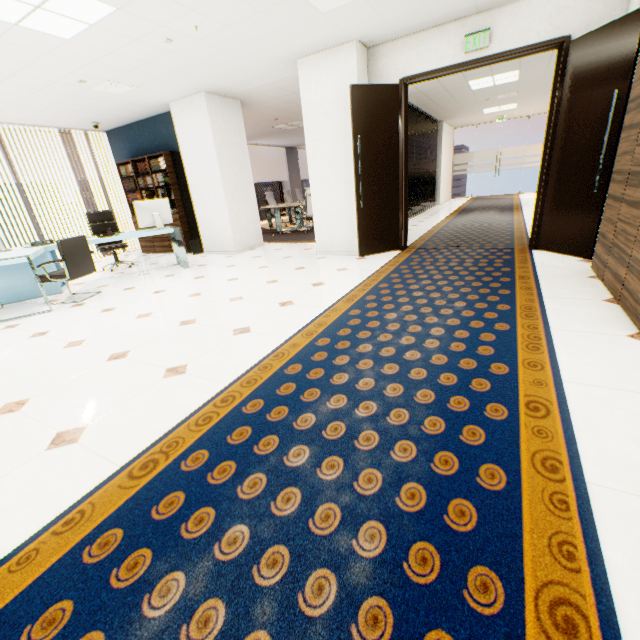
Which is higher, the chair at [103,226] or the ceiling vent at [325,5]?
the ceiling vent at [325,5]

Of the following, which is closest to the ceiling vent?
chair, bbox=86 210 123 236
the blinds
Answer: the blinds

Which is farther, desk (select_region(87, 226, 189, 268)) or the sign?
desk (select_region(87, 226, 189, 268))

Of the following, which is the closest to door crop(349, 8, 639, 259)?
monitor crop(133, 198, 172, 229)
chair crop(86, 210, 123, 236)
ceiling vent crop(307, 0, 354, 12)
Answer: ceiling vent crop(307, 0, 354, 12)

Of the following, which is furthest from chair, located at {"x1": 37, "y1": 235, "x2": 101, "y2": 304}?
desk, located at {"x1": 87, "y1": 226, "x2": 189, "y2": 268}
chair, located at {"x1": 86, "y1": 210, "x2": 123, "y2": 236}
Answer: chair, located at {"x1": 86, "y1": 210, "x2": 123, "y2": 236}

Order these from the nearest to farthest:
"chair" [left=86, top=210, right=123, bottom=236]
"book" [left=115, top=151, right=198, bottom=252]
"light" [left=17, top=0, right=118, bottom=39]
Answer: "light" [left=17, top=0, right=118, bottom=39]
"chair" [left=86, top=210, right=123, bottom=236]
"book" [left=115, top=151, right=198, bottom=252]

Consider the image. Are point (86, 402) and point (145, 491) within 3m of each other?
yes

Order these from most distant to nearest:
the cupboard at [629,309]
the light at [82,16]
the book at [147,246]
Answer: the book at [147,246] < the light at [82,16] < the cupboard at [629,309]
